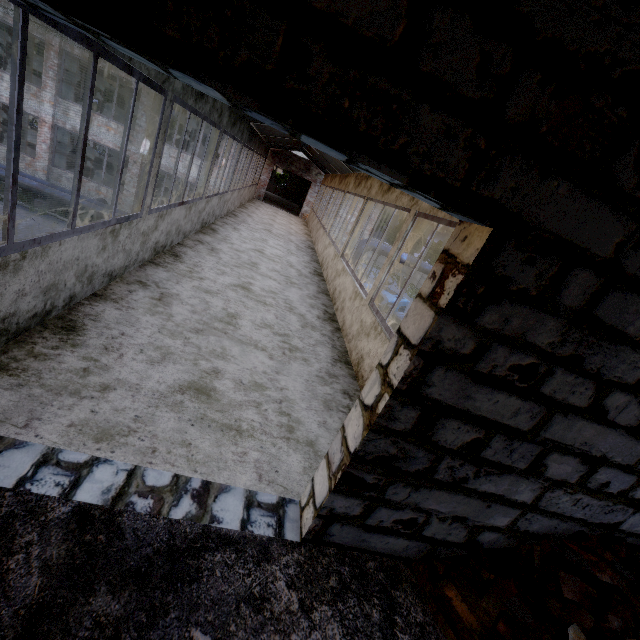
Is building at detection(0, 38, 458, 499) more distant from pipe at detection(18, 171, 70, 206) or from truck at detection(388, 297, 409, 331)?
truck at detection(388, 297, 409, 331)

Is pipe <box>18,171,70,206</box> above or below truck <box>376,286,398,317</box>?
below

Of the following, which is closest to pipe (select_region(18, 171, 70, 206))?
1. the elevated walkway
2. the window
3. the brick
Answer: the elevated walkway

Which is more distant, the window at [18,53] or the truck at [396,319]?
the truck at [396,319]

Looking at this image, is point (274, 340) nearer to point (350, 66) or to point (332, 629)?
point (332, 629)

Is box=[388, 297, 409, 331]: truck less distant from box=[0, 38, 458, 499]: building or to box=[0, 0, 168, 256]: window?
box=[0, 38, 458, 499]: building

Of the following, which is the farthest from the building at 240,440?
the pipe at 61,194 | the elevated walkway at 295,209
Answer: the pipe at 61,194
